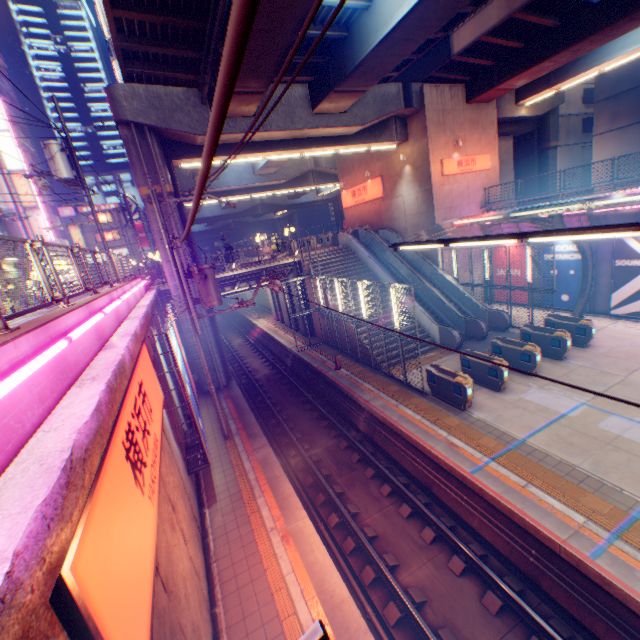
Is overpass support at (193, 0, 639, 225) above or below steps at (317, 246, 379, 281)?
above

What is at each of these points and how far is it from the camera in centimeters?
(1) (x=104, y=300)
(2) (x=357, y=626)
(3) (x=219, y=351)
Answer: (1) concrete block, 723cm
(2) railway, 633cm
(3) overpass support, 1903cm

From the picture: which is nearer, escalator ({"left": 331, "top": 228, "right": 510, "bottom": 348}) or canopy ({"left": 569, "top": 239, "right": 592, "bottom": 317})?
canopy ({"left": 569, "top": 239, "right": 592, "bottom": 317})

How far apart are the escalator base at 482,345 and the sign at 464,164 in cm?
1053

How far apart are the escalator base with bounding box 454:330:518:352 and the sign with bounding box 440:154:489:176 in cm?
1053

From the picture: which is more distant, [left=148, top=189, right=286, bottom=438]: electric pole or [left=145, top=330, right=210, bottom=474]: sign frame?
[left=148, top=189, right=286, bottom=438]: electric pole

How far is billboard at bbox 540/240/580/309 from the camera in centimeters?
1862cm

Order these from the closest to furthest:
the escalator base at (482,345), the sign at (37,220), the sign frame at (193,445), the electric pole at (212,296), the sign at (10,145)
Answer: the sign frame at (193,445), the electric pole at (212,296), the escalator base at (482,345), the sign at (10,145), the sign at (37,220)
